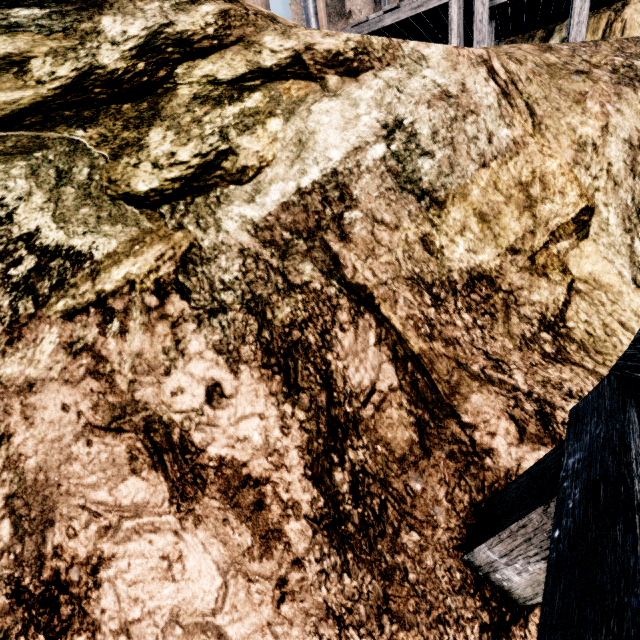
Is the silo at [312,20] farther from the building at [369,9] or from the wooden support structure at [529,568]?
the wooden support structure at [529,568]

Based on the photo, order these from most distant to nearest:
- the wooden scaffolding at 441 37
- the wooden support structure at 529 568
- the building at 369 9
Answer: the building at 369 9 → the wooden scaffolding at 441 37 → the wooden support structure at 529 568

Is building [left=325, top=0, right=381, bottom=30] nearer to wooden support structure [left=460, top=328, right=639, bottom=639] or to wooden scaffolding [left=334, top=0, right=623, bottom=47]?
wooden scaffolding [left=334, top=0, right=623, bottom=47]

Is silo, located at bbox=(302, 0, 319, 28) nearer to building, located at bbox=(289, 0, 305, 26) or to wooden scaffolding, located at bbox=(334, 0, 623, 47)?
building, located at bbox=(289, 0, 305, 26)

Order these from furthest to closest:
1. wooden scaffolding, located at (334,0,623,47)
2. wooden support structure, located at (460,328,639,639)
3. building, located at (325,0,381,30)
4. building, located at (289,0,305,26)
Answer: building, located at (289,0,305,26), building, located at (325,0,381,30), wooden scaffolding, located at (334,0,623,47), wooden support structure, located at (460,328,639,639)

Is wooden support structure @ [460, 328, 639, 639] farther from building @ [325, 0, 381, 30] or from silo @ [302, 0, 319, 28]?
silo @ [302, 0, 319, 28]

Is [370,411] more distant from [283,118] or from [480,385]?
[283,118]

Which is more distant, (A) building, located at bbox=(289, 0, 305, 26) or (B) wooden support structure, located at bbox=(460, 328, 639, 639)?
Result: (A) building, located at bbox=(289, 0, 305, 26)
